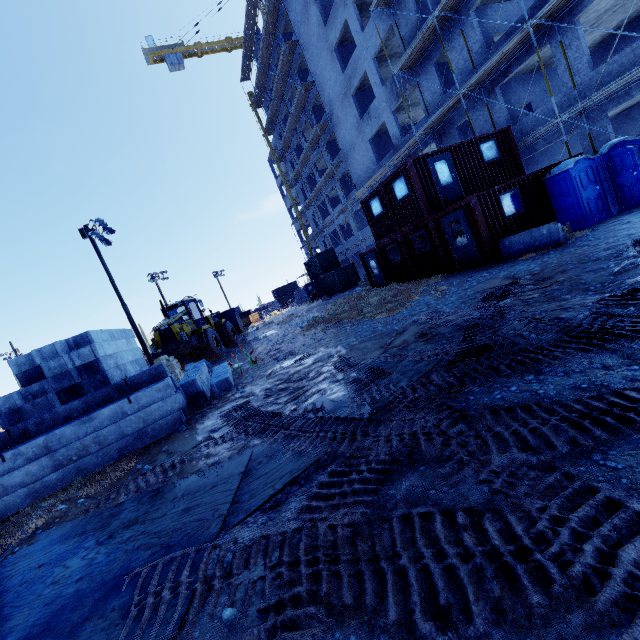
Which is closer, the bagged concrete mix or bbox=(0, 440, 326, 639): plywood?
bbox=(0, 440, 326, 639): plywood

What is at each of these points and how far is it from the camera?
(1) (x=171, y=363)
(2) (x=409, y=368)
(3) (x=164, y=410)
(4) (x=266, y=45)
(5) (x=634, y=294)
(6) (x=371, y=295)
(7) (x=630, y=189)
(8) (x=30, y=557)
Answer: (1) bagged concrete mix, 14.8m
(2) plywood, 5.3m
(3) concrete beam, 7.3m
(4) scaffolding, 35.5m
(5) tire tracks, 4.6m
(6) compgrassrocksplants, 17.5m
(7) portable toilet door, 10.9m
(8) plywood, 4.0m

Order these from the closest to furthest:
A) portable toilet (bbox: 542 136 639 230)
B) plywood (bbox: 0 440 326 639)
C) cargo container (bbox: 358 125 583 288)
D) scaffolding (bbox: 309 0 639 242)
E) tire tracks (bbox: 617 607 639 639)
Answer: tire tracks (bbox: 617 607 639 639) → plywood (bbox: 0 440 326 639) → portable toilet (bbox: 542 136 639 230) → cargo container (bbox: 358 125 583 288) → scaffolding (bbox: 309 0 639 242)

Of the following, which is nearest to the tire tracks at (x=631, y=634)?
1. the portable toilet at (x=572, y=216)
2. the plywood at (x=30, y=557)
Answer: the plywood at (x=30, y=557)

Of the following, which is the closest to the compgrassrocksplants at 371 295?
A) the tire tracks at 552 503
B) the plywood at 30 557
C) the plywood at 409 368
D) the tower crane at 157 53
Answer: the tire tracks at 552 503

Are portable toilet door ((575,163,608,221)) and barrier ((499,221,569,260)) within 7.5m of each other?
yes

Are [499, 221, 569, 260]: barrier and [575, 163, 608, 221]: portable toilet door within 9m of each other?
yes

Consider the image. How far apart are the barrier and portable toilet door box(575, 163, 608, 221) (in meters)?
2.38
